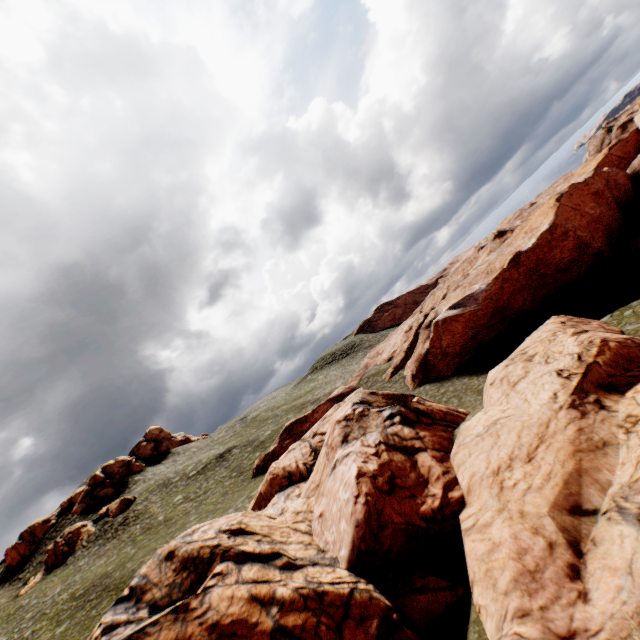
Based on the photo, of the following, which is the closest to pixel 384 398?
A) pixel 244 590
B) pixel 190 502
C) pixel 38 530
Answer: pixel 244 590

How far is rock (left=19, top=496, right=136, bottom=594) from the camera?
43.25m

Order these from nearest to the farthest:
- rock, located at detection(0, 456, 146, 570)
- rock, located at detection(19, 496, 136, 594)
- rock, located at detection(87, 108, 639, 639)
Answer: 1. rock, located at detection(87, 108, 639, 639)
2. rock, located at detection(19, 496, 136, 594)
3. rock, located at detection(0, 456, 146, 570)

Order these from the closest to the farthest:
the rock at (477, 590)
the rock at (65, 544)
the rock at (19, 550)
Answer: the rock at (477, 590) < the rock at (65, 544) < the rock at (19, 550)

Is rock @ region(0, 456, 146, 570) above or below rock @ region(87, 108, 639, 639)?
above

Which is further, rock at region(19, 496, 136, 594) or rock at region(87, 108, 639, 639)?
rock at region(19, 496, 136, 594)

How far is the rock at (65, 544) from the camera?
43.2 meters
